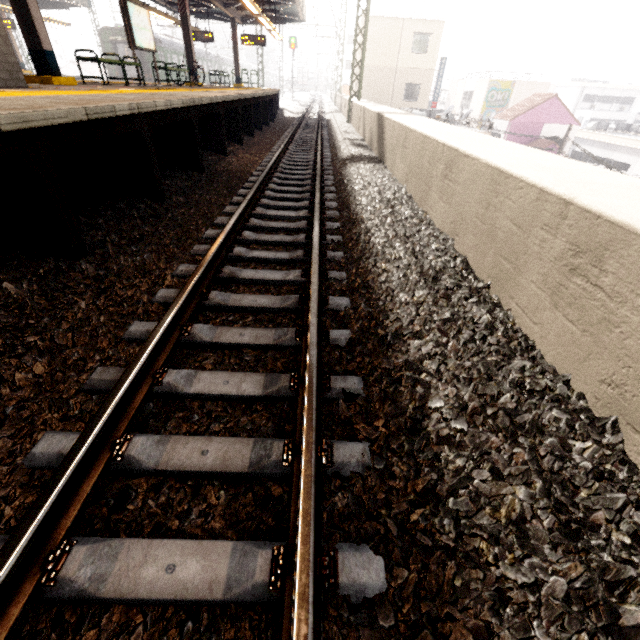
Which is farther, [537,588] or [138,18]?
[138,18]

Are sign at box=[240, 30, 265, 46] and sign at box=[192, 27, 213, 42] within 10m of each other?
yes

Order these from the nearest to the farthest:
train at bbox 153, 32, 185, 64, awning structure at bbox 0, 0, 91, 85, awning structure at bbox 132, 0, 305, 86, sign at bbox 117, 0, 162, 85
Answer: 1. awning structure at bbox 0, 0, 91, 85
2. sign at bbox 117, 0, 162, 85
3. awning structure at bbox 132, 0, 305, 86
4. train at bbox 153, 32, 185, 64

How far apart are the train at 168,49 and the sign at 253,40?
10.7 meters

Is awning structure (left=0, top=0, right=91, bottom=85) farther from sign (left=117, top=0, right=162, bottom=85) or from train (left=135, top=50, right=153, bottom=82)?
train (left=135, top=50, right=153, bottom=82)

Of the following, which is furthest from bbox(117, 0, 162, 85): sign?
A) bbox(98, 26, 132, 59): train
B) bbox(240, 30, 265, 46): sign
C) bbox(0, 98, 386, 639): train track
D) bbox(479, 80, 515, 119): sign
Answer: bbox(479, 80, 515, 119): sign

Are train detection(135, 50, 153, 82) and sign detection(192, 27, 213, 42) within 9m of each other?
yes

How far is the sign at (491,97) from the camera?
30.8m
